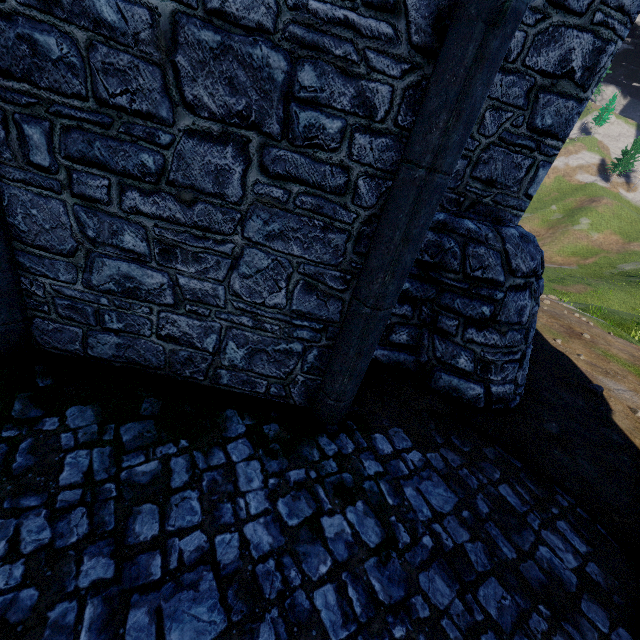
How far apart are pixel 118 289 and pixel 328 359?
2.5 meters
